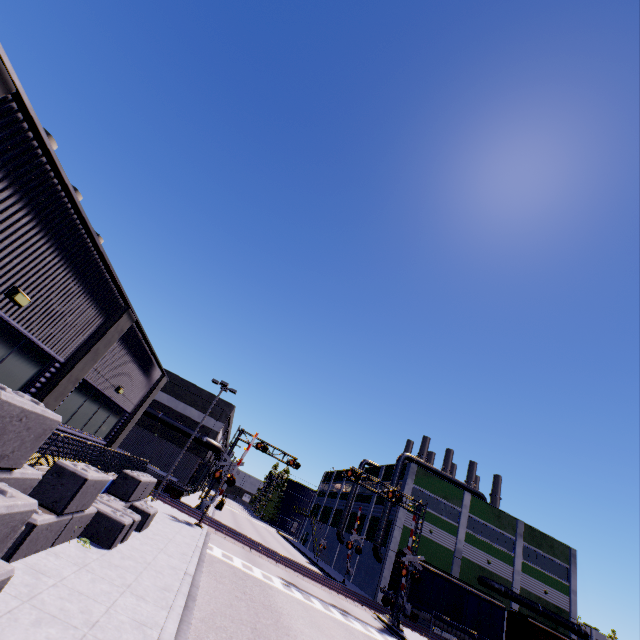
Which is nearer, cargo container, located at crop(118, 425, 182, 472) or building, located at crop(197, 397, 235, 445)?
cargo container, located at crop(118, 425, 182, 472)

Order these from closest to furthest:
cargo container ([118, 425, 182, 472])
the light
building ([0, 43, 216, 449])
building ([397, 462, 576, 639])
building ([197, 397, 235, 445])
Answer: building ([0, 43, 216, 449])
the light
cargo container ([118, 425, 182, 472])
building ([197, 397, 235, 445])
building ([397, 462, 576, 639])

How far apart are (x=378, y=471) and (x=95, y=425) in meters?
44.6 m

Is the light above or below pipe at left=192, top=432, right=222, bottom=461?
below

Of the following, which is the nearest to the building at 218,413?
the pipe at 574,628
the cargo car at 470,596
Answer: the pipe at 574,628

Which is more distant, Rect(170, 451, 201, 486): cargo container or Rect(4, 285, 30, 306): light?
Rect(170, 451, 201, 486): cargo container

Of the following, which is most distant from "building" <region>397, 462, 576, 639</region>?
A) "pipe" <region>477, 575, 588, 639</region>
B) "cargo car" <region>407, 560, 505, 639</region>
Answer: "cargo car" <region>407, 560, 505, 639</region>

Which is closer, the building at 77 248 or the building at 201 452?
the building at 77 248
